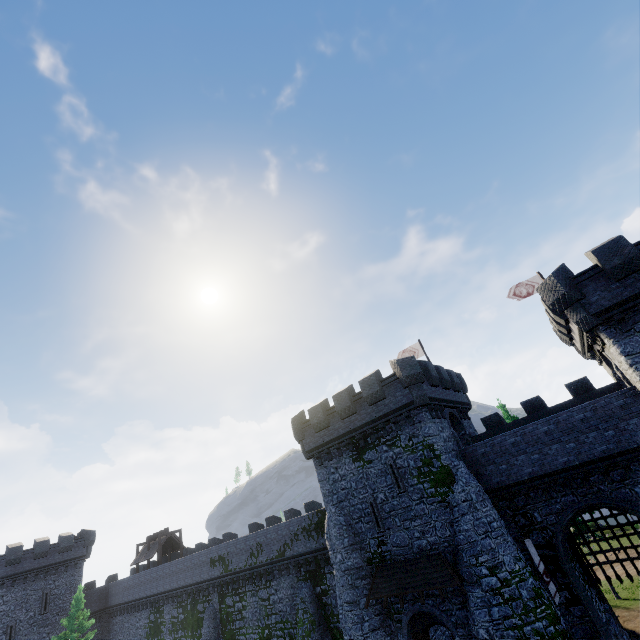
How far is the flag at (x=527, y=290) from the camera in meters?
25.7 m

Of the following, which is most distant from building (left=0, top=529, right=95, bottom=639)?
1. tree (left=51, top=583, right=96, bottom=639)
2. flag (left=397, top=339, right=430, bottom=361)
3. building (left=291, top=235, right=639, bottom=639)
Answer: flag (left=397, top=339, right=430, bottom=361)

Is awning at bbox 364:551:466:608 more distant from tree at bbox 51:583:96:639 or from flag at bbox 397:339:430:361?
tree at bbox 51:583:96:639

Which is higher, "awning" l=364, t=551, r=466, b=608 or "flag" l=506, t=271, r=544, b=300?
"flag" l=506, t=271, r=544, b=300

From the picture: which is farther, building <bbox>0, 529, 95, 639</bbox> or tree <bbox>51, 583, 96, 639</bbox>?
building <bbox>0, 529, 95, 639</bbox>

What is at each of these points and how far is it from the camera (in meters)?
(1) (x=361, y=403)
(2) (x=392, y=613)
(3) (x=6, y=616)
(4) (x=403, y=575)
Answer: (1) building, 22.58
(2) building, 18.58
(3) building, 35.53
(4) awning, 18.16

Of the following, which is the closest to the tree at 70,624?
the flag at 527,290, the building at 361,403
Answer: the building at 361,403

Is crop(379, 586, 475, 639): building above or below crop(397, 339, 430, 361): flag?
below
